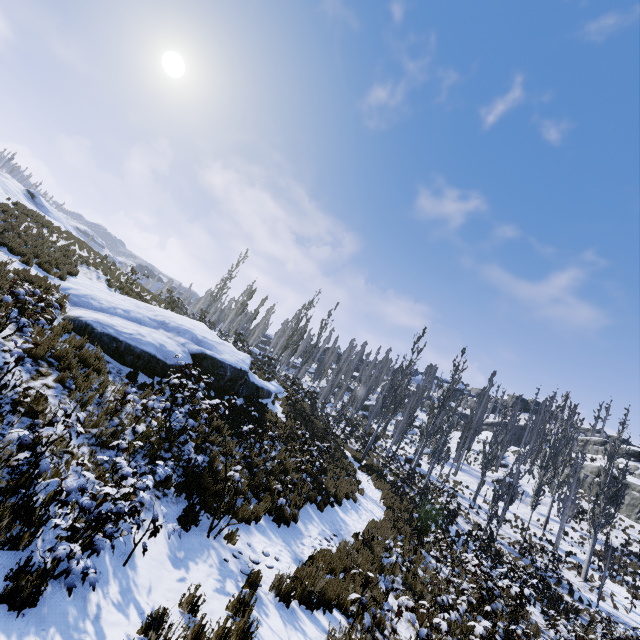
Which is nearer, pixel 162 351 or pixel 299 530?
pixel 299 530

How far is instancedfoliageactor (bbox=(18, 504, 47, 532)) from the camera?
3.9m

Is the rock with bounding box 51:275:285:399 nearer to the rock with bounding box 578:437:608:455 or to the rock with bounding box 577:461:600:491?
the rock with bounding box 577:461:600:491

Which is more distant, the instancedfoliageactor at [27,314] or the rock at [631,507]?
the rock at [631,507]

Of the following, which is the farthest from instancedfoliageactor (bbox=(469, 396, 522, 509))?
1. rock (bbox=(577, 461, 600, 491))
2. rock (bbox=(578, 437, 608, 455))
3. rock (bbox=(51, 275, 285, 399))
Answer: rock (bbox=(578, 437, 608, 455))

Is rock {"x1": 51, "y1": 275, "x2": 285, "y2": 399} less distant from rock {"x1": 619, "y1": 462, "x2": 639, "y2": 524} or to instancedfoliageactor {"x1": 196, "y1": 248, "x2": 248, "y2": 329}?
instancedfoliageactor {"x1": 196, "y1": 248, "x2": 248, "y2": 329}
